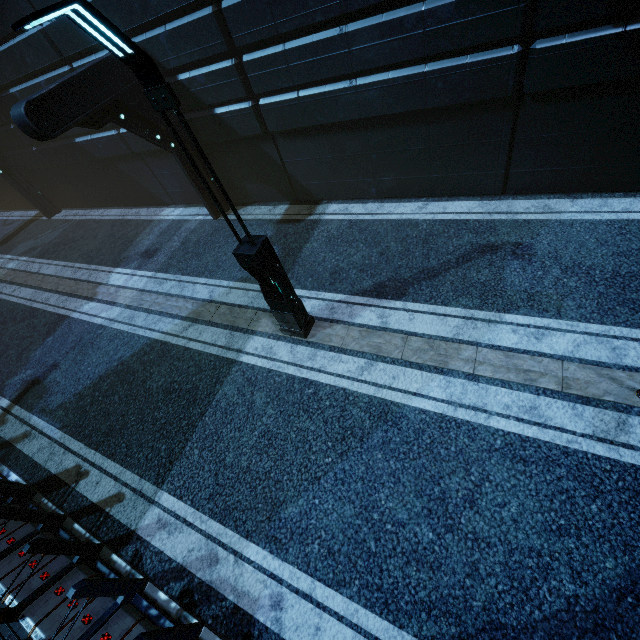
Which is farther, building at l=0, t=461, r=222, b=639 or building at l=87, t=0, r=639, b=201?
building at l=87, t=0, r=639, b=201

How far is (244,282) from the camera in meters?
8.9

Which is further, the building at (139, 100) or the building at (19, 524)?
the building at (139, 100)

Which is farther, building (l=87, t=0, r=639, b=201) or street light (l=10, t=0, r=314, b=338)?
building (l=87, t=0, r=639, b=201)

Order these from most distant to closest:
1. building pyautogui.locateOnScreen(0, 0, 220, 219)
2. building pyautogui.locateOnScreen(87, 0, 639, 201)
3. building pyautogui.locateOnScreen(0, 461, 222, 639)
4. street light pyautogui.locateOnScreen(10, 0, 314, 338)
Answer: building pyautogui.locateOnScreen(0, 0, 220, 219) < building pyautogui.locateOnScreen(87, 0, 639, 201) < building pyautogui.locateOnScreen(0, 461, 222, 639) < street light pyautogui.locateOnScreen(10, 0, 314, 338)

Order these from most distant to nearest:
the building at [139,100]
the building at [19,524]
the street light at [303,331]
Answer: the building at [139,100], the building at [19,524], the street light at [303,331]
